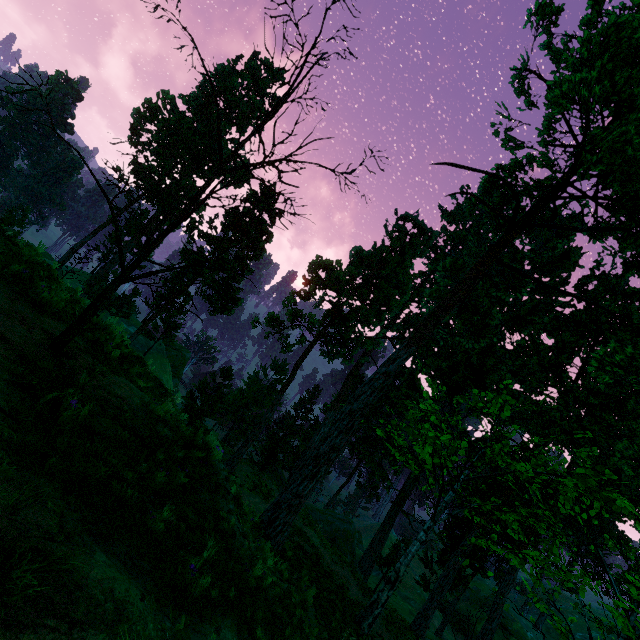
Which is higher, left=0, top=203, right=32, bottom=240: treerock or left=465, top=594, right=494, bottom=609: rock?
left=0, top=203, right=32, bottom=240: treerock

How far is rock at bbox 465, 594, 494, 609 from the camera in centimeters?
5743cm

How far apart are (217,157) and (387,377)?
37.16m

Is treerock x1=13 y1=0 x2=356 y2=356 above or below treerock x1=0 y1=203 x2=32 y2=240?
above

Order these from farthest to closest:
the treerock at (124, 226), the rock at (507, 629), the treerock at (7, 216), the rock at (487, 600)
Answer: the rock at (487, 600) → the rock at (507, 629) → the treerock at (7, 216) → the treerock at (124, 226)

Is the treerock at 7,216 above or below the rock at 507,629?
above

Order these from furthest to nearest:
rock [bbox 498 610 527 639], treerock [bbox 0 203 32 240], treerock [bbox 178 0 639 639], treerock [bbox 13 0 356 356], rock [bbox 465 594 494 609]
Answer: rock [bbox 465 594 494 609], rock [bbox 498 610 527 639], treerock [bbox 178 0 639 639], treerock [bbox 0 203 32 240], treerock [bbox 13 0 356 356]

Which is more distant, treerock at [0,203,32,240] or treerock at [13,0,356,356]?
treerock at [0,203,32,240]
